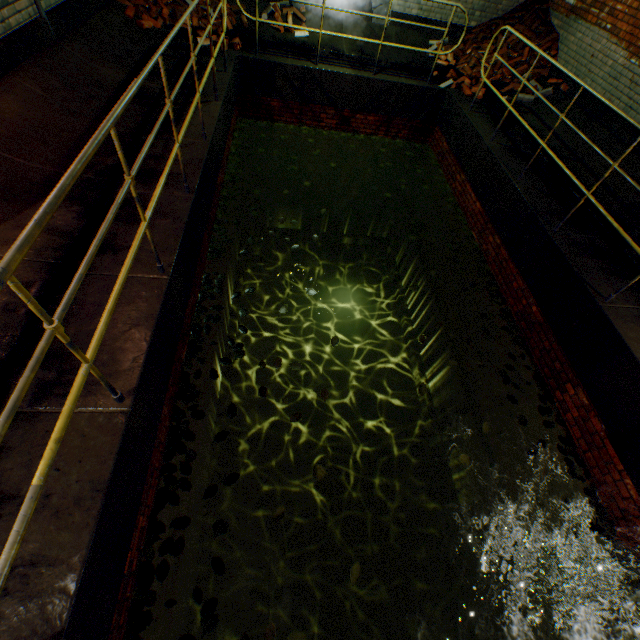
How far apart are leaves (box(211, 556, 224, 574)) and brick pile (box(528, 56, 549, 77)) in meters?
9.8

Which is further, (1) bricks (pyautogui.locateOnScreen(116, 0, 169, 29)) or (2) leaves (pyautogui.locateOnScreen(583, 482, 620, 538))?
(1) bricks (pyautogui.locateOnScreen(116, 0, 169, 29))

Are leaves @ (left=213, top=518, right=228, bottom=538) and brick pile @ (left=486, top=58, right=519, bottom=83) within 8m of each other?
no

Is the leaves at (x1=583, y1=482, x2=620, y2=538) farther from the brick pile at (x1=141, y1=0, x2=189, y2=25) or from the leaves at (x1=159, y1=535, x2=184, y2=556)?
the brick pile at (x1=141, y1=0, x2=189, y2=25)

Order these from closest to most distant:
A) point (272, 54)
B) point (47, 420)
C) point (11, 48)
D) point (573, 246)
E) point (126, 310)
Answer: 1. point (47, 420)
2. point (126, 310)
3. point (11, 48)
4. point (573, 246)
5. point (272, 54)

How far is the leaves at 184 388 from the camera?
3.5 meters

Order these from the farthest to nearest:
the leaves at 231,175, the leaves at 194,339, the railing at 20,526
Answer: the leaves at 231,175
the leaves at 194,339
the railing at 20,526

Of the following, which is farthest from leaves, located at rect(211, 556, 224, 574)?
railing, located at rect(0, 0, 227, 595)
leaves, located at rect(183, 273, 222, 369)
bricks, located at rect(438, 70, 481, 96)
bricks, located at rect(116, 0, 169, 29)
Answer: bricks, located at rect(438, 70, 481, 96)
